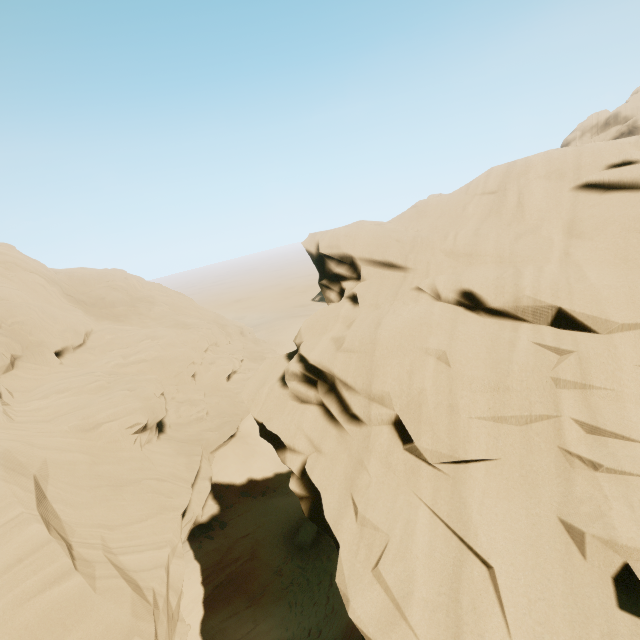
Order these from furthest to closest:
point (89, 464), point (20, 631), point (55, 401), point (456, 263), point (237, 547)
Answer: point (237, 547)
point (55, 401)
point (89, 464)
point (20, 631)
point (456, 263)
